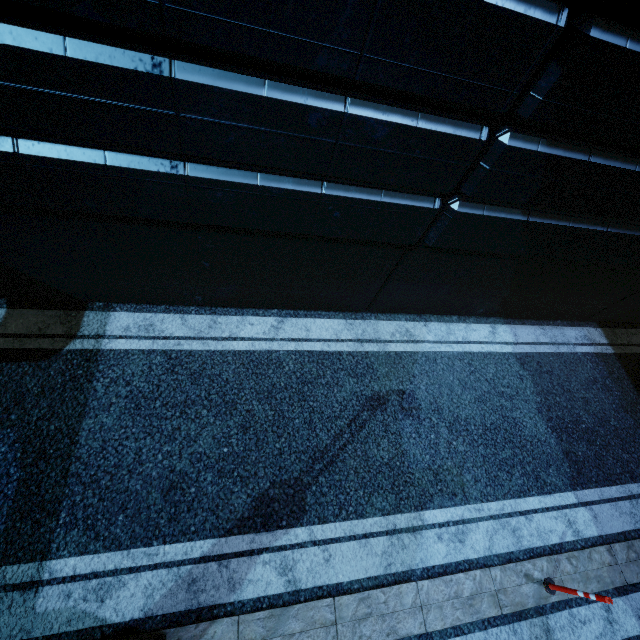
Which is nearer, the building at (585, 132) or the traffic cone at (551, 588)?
the building at (585, 132)

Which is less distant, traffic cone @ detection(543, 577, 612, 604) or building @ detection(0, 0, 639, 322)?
building @ detection(0, 0, 639, 322)

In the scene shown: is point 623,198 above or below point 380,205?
above

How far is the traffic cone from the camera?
4.2 meters

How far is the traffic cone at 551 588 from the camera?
4.2 meters

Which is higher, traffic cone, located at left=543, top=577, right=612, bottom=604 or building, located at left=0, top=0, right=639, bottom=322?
building, located at left=0, top=0, right=639, bottom=322
